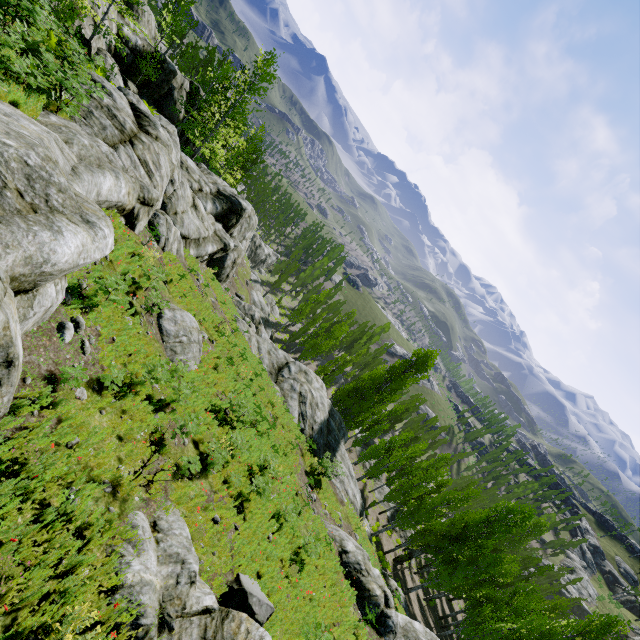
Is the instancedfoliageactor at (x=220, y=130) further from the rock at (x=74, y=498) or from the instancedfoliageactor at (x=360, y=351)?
the instancedfoliageactor at (x=360, y=351)

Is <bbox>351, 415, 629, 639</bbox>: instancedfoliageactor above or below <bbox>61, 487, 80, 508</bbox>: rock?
below

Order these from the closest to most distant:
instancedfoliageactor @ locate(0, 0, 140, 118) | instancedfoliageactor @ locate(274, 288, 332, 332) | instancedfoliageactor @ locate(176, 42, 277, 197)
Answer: instancedfoliageactor @ locate(0, 0, 140, 118)
instancedfoliageactor @ locate(176, 42, 277, 197)
instancedfoliageactor @ locate(274, 288, 332, 332)

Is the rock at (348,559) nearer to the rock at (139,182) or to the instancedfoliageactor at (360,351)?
the rock at (139,182)

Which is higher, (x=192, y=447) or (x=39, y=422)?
(x=39, y=422)

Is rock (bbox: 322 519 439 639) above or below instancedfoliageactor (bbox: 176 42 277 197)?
below

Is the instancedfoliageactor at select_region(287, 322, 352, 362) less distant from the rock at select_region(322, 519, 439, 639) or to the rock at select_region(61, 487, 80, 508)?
the rock at select_region(61, 487, 80, 508)
